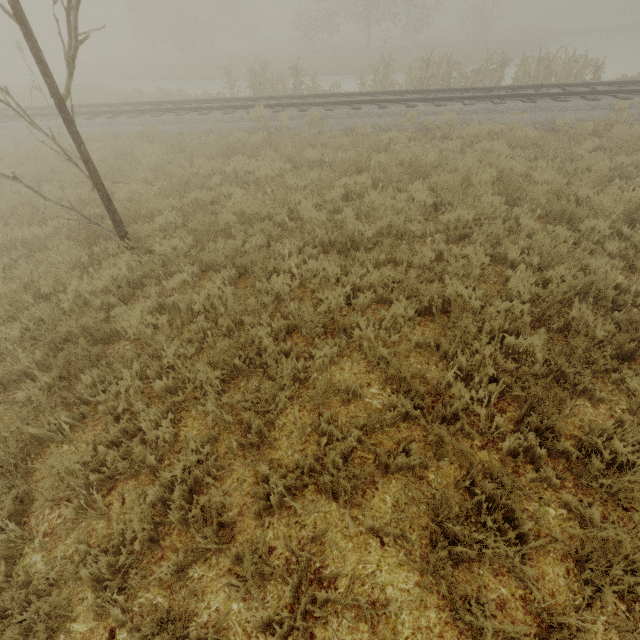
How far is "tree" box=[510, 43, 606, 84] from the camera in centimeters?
1345cm

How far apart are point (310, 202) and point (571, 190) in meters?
5.5

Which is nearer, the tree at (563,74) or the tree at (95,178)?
the tree at (95,178)

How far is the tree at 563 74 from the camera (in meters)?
13.45

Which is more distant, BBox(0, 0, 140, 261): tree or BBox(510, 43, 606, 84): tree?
BBox(510, 43, 606, 84): tree
